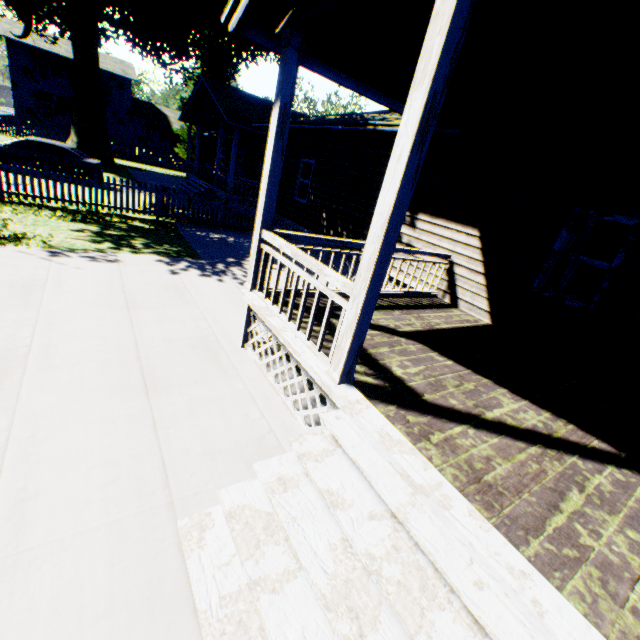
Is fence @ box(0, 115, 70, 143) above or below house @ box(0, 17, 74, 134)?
below

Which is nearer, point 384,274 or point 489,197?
point 384,274

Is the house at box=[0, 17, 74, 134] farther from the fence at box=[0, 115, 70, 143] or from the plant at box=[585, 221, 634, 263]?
the plant at box=[585, 221, 634, 263]

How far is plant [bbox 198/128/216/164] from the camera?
34.9 meters

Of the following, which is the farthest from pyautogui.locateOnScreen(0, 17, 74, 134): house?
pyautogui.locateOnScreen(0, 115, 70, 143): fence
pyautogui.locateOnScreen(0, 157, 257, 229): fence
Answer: pyautogui.locateOnScreen(0, 157, 257, 229): fence

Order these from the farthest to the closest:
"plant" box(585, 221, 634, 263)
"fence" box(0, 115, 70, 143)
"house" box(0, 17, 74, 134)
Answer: "house" box(0, 17, 74, 134) < "fence" box(0, 115, 70, 143) < "plant" box(585, 221, 634, 263)

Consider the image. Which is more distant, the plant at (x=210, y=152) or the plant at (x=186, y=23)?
the plant at (x=210, y=152)

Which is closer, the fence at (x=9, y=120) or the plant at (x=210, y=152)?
the fence at (x=9, y=120)
